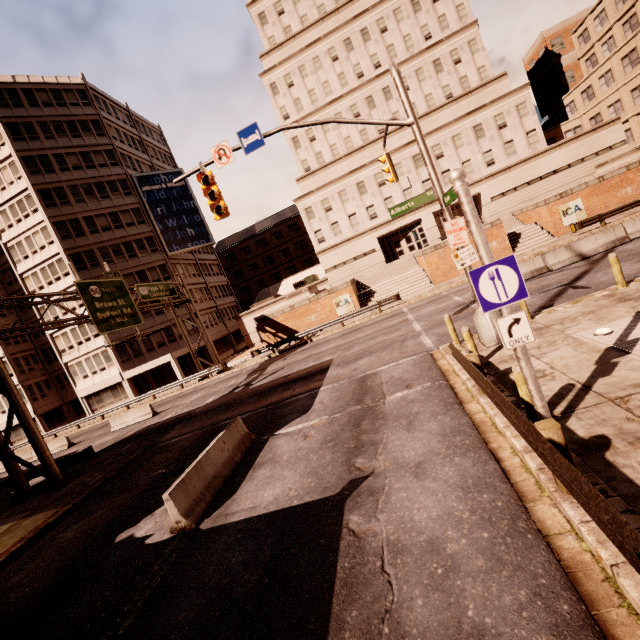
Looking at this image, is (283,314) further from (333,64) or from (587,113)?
(587,113)

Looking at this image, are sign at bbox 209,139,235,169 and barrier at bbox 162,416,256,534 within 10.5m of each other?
yes

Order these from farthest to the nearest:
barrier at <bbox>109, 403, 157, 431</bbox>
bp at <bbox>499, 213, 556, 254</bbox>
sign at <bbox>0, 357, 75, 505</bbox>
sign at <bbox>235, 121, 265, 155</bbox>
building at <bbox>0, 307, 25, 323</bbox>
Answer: building at <bbox>0, 307, 25, 323</bbox>
bp at <bbox>499, 213, 556, 254</bbox>
barrier at <bbox>109, 403, 157, 431</bbox>
sign at <bbox>0, 357, 75, 505</bbox>
sign at <bbox>235, 121, 265, 155</bbox>

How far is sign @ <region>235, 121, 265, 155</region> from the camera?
10.73m

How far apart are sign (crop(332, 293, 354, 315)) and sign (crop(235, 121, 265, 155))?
20.6 meters

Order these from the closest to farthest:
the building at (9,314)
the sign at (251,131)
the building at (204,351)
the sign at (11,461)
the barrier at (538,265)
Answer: the sign at (251,131) → the sign at (11,461) → the barrier at (538,265) → the building at (9,314) → the building at (204,351)

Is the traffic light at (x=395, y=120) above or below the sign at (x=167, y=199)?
below

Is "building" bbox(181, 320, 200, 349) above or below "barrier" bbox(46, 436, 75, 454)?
above
